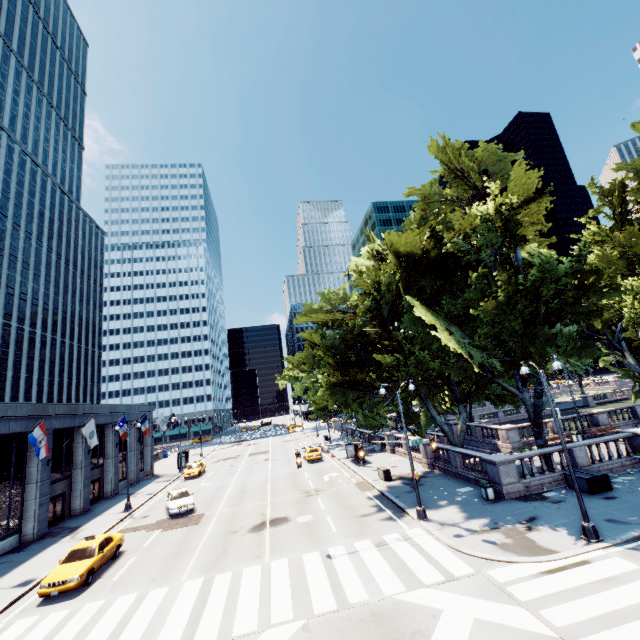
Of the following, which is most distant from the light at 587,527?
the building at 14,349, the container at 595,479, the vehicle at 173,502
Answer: the building at 14,349

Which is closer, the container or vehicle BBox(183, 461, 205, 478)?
the container

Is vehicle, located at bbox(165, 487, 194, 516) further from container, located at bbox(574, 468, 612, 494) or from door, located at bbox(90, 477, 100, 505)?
container, located at bbox(574, 468, 612, 494)

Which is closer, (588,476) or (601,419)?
(588,476)

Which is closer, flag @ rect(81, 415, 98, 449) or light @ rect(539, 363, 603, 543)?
light @ rect(539, 363, 603, 543)

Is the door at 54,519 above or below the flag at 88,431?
below

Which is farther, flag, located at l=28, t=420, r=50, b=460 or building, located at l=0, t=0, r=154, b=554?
building, located at l=0, t=0, r=154, b=554

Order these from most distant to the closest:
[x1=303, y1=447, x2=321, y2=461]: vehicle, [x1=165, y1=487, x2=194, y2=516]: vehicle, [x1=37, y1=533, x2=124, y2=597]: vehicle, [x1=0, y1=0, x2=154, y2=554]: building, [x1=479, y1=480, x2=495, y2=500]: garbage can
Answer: [x1=303, y1=447, x2=321, y2=461]: vehicle < [x1=165, y1=487, x2=194, y2=516]: vehicle < [x1=0, y1=0, x2=154, y2=554]: building < [x1=479, y1=480, x2=495, y2=500]: garbage can < [x1=37, y1=533, x2=124, y2=597]: vehicle
